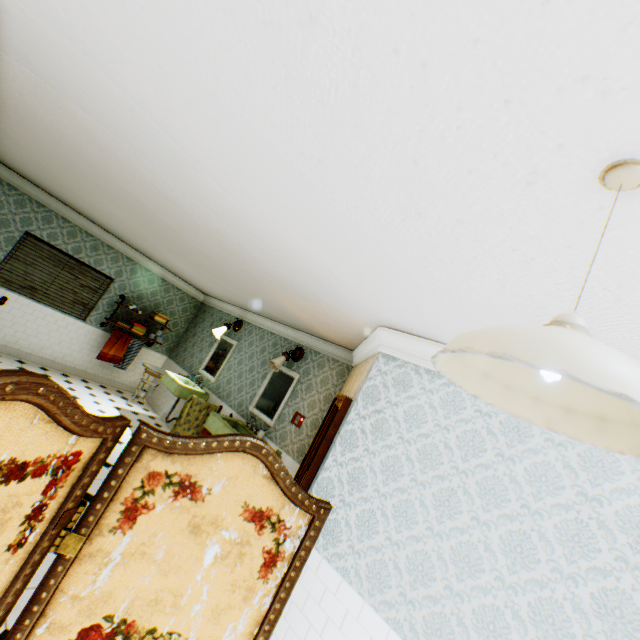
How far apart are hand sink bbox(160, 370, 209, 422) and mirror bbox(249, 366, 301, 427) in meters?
1.4

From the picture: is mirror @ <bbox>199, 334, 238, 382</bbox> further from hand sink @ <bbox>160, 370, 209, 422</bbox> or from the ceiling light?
the ceiling light

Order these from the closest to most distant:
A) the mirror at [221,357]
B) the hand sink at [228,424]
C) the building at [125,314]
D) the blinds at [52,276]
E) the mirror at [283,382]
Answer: the hand sink at [228,424]
the mirror at [283,382]
the blinds at [52,276]
the mirror at [221,357]
the building at [125,314]

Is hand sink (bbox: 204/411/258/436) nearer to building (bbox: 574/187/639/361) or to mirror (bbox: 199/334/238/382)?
building (bbox: 574/187/639/361)

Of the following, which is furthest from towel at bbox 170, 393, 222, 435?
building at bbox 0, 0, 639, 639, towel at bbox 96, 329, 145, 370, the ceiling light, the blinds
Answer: the ceiling light

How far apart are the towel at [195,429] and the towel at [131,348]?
2.6m

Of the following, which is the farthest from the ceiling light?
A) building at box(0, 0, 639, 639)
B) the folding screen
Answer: the folding screen

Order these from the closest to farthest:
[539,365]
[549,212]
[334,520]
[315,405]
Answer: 1. [539,365]
2. [549,212]
3. [334,520]
4. [315,405]
